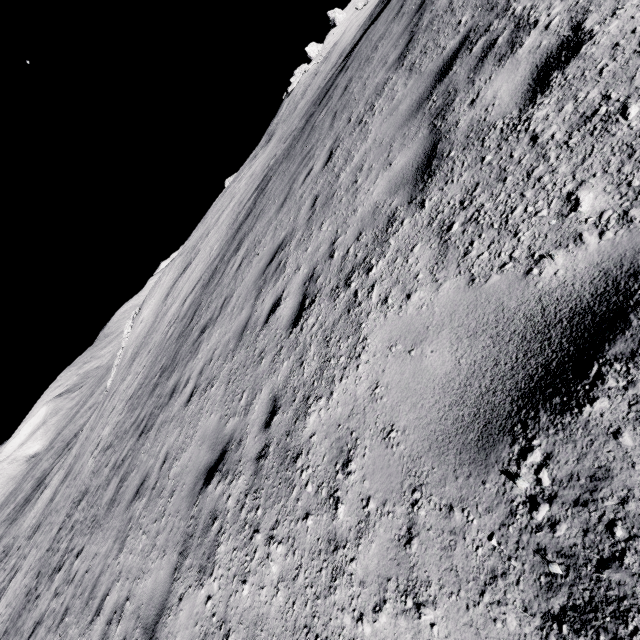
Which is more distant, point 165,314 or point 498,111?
point 165,314

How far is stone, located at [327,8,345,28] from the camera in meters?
57.7 m

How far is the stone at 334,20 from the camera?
57.69m
